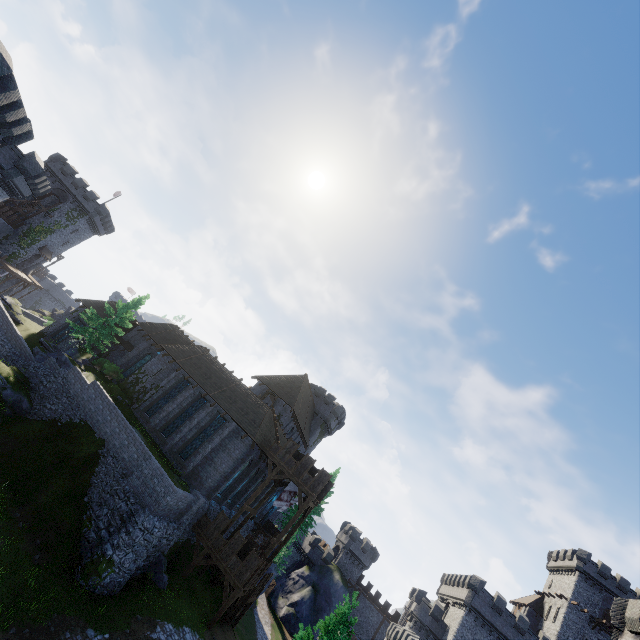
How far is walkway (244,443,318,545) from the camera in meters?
26.3 m

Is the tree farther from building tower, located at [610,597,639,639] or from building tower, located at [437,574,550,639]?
building tower, located at [437,574,550,639]

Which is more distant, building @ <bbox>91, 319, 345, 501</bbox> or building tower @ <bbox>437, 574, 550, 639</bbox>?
building tower @ <bbox>437, 574, 550, 639</bbox>

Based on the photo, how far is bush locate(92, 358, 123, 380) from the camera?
34.5 meters

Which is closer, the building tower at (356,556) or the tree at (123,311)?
the tree at (123,311)

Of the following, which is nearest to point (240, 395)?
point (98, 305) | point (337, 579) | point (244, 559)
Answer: point (244, 559)

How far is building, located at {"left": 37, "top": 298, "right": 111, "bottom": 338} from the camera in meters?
38.6 m

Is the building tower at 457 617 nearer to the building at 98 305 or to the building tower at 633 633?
the building at 98 305
